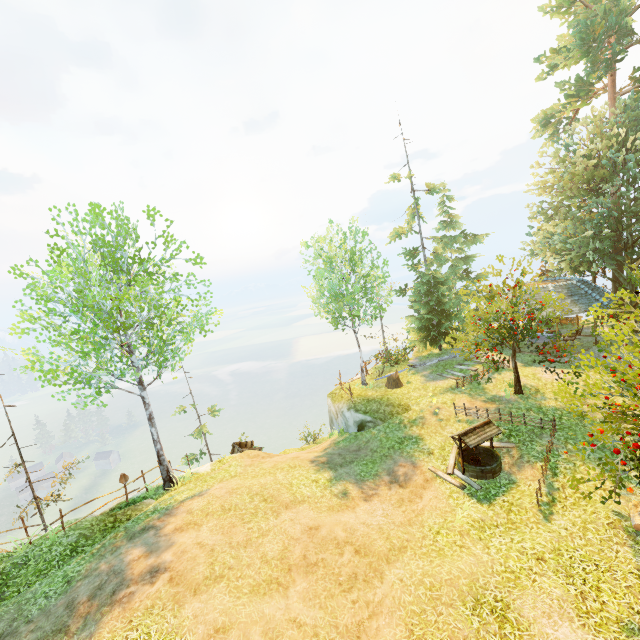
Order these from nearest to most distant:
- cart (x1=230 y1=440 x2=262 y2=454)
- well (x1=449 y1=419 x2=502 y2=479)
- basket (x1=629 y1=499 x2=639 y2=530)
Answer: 1. basket (x1=629 y1=499 x2=639 y2=530)
2. well (x1=449 y1=419 x2=502 y2=479)
3. cart (x1=230 y1=440 x2=262 y2=454)

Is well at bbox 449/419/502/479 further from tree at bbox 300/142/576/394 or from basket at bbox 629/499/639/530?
basket at bbox 629/499/639/530

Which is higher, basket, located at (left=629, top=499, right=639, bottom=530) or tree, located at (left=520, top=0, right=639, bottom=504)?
tree, located at (left=520, top=0, right=639, bottom=504)

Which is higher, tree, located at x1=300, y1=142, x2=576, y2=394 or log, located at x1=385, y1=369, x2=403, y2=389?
tree, located at x1=300, y1=142, x2=576, y2=394

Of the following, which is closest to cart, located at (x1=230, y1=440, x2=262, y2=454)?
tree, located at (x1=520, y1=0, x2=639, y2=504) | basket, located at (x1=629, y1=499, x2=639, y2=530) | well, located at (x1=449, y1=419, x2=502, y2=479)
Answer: well, located at (x1=449, y1=419, x2=502, y2=479)

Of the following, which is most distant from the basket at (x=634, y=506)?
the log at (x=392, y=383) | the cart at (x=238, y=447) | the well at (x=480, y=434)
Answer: the cart at (x=238, y=447)

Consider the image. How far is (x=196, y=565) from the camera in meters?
9.0

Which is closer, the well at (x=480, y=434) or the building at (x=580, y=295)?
the well at (x=480, y=434)
